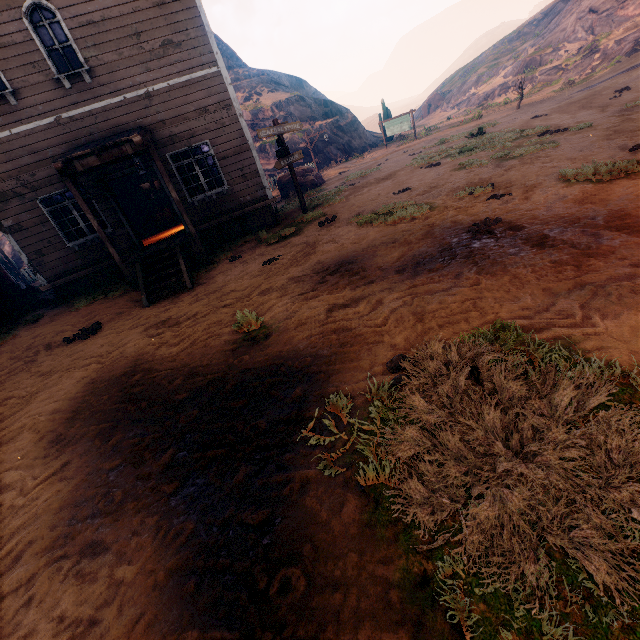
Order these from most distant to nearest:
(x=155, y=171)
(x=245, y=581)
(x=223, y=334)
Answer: (x=155, y=171) → (x=223, y=334) → (x=245, y=581)

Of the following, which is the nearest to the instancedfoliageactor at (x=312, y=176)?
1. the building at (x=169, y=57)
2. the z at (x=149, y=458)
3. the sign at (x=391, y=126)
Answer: the z at (x=149, y=458)

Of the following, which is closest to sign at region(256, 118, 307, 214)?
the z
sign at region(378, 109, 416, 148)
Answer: the z

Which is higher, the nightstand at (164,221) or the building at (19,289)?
the nightstand at (164,221)

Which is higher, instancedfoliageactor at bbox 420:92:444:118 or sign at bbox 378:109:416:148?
instancedfoliageactor at bbox 420:92:444:118

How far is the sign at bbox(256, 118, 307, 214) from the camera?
10.73m

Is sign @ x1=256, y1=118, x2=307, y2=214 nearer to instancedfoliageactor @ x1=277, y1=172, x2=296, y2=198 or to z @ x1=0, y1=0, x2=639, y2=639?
z @ x1=0, y1=0, x2=639, y2=639

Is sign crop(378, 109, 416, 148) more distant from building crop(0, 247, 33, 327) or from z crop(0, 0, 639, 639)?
building crop(0, 247, 33, 327)
